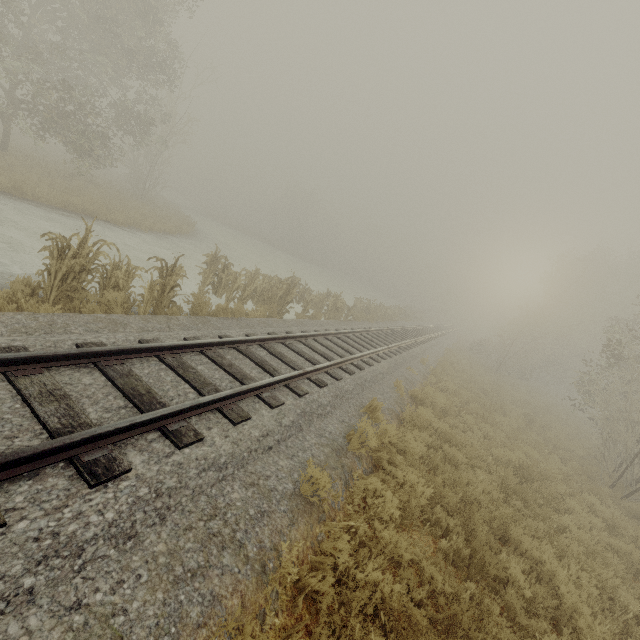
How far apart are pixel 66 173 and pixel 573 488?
30.7m

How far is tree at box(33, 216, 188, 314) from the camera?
6.4m

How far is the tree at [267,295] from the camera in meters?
12.2 m

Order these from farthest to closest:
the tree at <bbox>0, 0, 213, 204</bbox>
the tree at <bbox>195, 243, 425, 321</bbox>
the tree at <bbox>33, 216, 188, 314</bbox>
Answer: the tree at <bbox>0, 0, 213, 204</bbox>, the tree at <bbox>195, 243, 425, 321</bbox>, the tree at <bbox>33, 216, 188, 314</bbox>

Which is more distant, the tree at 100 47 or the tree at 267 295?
the tree at 100 47

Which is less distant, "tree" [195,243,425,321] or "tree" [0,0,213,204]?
"tree" [195,243,425,321]

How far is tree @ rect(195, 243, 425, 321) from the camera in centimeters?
1220cm

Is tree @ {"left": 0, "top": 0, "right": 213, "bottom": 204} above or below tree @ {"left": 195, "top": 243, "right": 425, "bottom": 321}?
above
